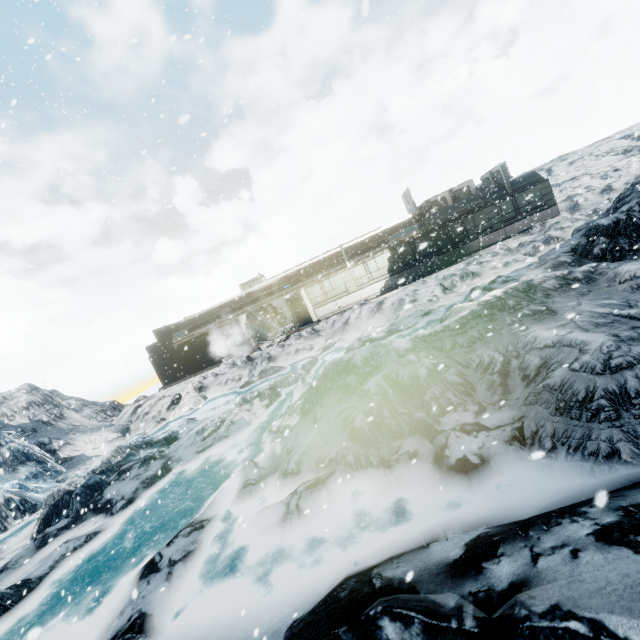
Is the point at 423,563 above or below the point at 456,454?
above
